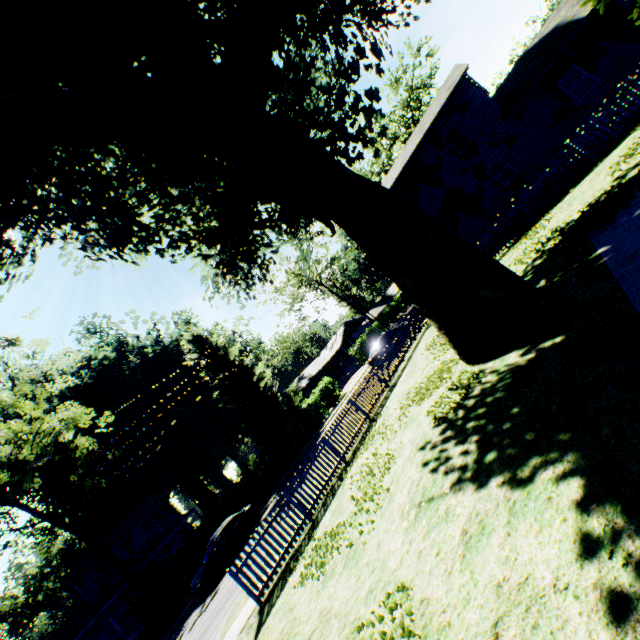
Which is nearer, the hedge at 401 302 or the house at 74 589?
the house at 74 589

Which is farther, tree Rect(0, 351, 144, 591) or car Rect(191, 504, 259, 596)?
tree Rect(0, 351, 144, 591)

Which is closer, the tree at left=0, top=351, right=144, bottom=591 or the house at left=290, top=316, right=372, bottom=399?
the tree at left=0, top=351, right=144, bottom=591

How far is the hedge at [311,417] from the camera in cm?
2973

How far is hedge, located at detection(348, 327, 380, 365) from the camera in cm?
4209

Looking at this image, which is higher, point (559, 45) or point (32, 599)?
point (32, 599)

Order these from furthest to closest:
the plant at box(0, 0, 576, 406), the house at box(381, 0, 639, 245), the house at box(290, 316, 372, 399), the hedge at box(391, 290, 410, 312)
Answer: the hedge at box(391, 290, 410, 312) → the house at box(290, 316, 372, 399) → the house at box(381, 0, 639, 245) → the plant at box(0, 0, 576, 406)

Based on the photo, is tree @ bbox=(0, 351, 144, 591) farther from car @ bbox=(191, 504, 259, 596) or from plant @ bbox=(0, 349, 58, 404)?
plant @ bbox=(0, 349, 58, 404)
